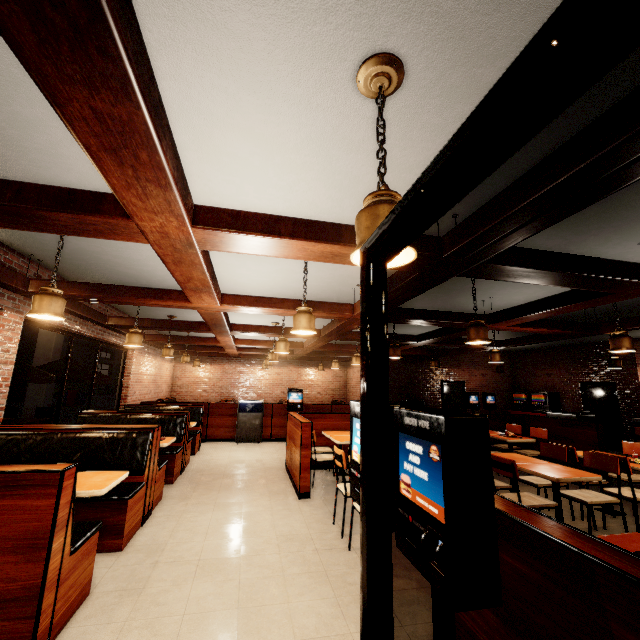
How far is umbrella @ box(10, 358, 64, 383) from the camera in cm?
553

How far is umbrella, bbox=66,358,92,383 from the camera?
7.8 meters

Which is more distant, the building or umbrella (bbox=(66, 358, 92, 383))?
umbrella (bbox=(66, 358, 92, 383))

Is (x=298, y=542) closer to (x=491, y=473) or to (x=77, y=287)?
(x=491, y=473)

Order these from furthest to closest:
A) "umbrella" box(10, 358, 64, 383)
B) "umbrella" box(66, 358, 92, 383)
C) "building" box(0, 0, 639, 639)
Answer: "umbrella" box(66, 358, 92, 383), "umbrella" box(10, 358, 64, 383), "building" box(0, 0, 639, 639)

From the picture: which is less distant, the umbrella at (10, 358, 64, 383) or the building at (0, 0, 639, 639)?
the building at (0, 0, 639, 639)

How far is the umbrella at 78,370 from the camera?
7.8 meters

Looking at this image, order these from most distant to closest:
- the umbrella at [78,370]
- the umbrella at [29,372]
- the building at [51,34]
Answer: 1. the umbrella at [78,370]
2. the umbrella at [29,372]
3. the building at [51,34]
